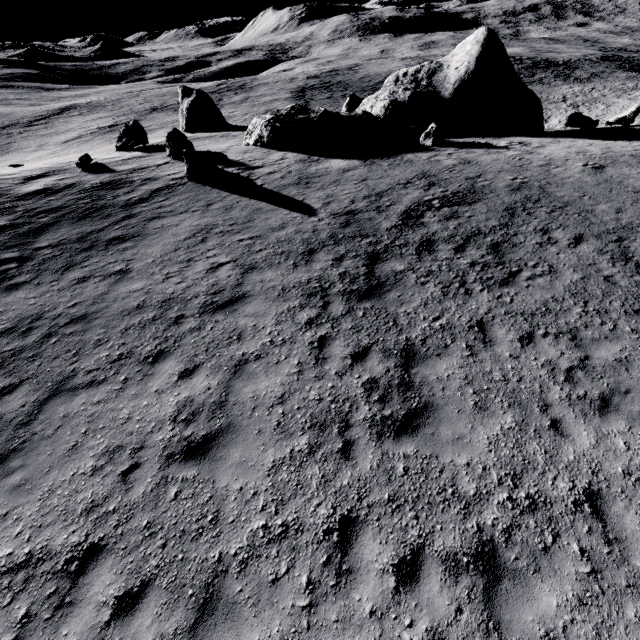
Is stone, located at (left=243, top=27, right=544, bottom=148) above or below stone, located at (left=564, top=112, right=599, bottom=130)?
above

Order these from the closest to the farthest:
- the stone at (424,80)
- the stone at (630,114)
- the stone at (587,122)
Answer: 1. the stone at (424,80)
2. the stone at (587,122)
3. the stone at (630,114)

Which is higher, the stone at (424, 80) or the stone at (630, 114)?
the stone at (424, 80)

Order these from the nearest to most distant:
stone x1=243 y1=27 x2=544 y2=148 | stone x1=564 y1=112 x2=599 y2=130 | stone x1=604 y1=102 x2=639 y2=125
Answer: stone x1=243 y1=27 x2=544 y2=148 < stone x1=564 y1=112 x2=599 y2=130 < stone x1=604 y1=102 x2=639 y2=125

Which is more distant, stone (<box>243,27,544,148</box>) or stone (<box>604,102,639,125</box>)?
stone (<box>604,102,639,125</box>)

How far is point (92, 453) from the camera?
6.33m

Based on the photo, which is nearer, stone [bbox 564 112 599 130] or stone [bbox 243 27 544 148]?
stone [bbox 243 27 544 148]
